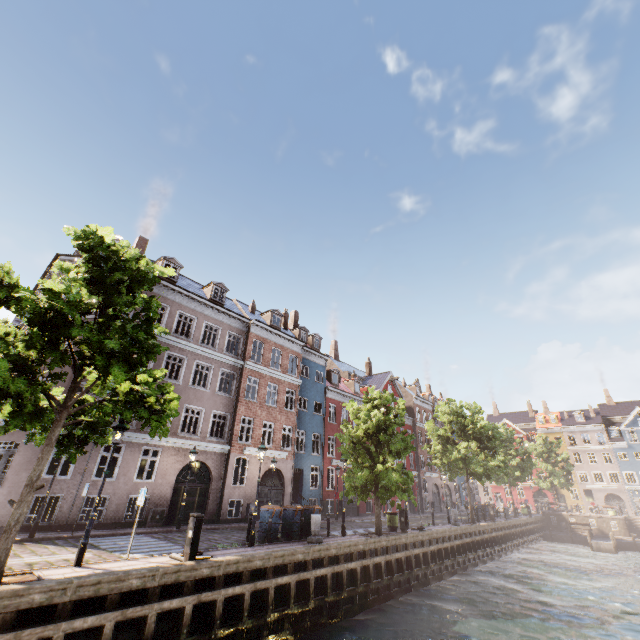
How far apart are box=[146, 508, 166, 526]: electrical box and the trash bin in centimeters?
1288cm

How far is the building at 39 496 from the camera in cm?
1376

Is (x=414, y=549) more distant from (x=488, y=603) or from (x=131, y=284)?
(x=131, y=284)

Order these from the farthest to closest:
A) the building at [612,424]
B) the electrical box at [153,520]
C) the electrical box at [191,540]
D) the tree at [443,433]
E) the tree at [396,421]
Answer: the building at [612,424] → the tree at [443,433] → the tree at [396,421] → the electrical box at [153,520] → the electrical box at [191,540]

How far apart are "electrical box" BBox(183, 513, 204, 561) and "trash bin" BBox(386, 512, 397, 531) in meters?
13.6

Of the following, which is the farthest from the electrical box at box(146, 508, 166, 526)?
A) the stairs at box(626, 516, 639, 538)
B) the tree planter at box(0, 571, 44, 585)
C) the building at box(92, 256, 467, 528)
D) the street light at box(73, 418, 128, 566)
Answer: the stairs at box(626, 516, 639, 538)

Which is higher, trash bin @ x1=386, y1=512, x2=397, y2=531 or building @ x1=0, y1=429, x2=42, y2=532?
building @ x1=0, y1=429, x2=42, y2=532

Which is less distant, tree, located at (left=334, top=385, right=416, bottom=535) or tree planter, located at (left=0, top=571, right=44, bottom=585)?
tree planter, located at (left=0, top=571, right=44, bottom=585)
